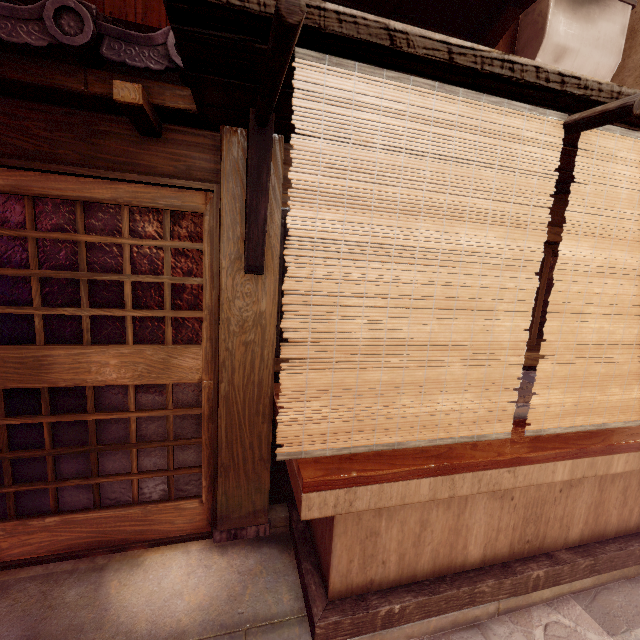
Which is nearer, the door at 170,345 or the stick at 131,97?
the stick at 131,97

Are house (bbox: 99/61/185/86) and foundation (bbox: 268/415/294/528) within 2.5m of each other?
no

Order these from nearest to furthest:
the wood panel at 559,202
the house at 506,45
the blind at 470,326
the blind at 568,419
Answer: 1. the blind at 470,326
2. the blind at 568,419
3. the wood panel at 559,202
4. the house at 506,45

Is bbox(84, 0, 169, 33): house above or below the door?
above

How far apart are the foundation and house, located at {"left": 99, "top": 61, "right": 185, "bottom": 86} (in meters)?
4.52

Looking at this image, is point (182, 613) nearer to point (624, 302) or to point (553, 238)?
point (624, 302)

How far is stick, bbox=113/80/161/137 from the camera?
3.1 meters

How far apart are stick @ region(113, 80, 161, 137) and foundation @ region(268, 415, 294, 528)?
4.1 meters
